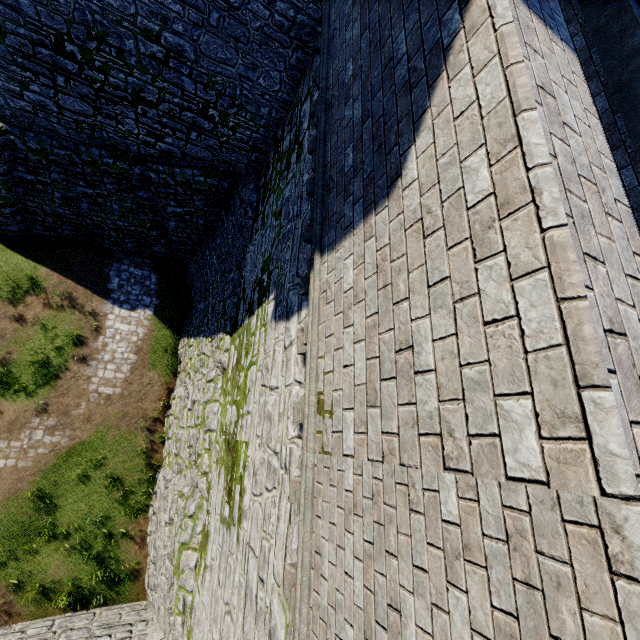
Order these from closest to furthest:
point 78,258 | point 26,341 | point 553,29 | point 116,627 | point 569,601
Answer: point 569,601 < point 553,29 < point 116,627 < point 26,341 < point 78,258
